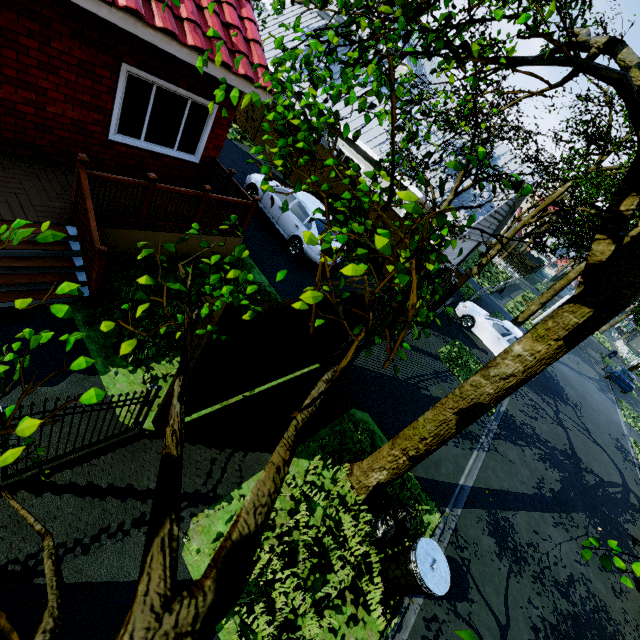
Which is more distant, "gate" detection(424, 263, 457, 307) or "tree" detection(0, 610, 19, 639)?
"gate" detection(424, 263, 457, 307)

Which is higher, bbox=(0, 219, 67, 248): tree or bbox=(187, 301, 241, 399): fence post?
bbox=(0, 219, 67, 248): tree

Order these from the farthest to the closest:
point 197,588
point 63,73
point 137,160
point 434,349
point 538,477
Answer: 1. point 434,349
2. point 538,477
3. point 137,160
4. point 63,73
5. point 197,588

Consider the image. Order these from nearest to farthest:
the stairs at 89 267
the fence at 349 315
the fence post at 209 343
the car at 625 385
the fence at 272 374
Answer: the fence post at 209 343
the fence at 272 374
the stairs at 89 267
the fence at 349 315
the car at 625 385

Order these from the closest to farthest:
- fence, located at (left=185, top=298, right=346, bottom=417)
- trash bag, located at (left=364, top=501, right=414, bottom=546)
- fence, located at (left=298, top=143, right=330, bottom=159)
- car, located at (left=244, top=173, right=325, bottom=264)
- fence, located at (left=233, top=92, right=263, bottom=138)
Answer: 1. fence, located at (left=185, top=298, right=346, bottom=417)
2. trash bag, located at (left=364, top=501, right=414, bottom=546)
3. car, located at (left=244, top=173, right=325, bottom=264)
4. fence, located at (left=298, top=143, right=330, bottom=159)
5. fence, located at (left=233, top=92, right=263, bottom=138)

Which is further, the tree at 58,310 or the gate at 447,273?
the gate at 447,273

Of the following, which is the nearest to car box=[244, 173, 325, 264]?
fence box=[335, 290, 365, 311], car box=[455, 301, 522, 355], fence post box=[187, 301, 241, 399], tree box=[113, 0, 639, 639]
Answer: tree box=[113, 0, 639, 639]

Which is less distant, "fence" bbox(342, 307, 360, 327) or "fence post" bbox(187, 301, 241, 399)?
"fence post" bbox(187, 301, 241, 399)
